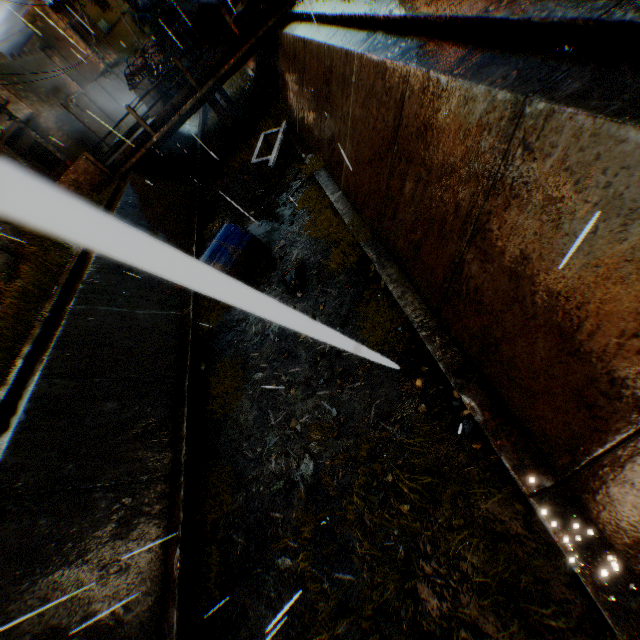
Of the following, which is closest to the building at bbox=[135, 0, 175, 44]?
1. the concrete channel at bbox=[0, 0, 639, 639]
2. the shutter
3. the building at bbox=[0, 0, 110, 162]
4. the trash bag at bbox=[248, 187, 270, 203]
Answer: the building at bbox=[0, 0, 110, 162]

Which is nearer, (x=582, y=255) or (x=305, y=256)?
(x=582, y=255)

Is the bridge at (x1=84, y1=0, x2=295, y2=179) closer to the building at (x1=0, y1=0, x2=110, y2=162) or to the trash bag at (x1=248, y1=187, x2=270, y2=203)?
the building at (x1=0, y1=0, x2=110, y2=162)

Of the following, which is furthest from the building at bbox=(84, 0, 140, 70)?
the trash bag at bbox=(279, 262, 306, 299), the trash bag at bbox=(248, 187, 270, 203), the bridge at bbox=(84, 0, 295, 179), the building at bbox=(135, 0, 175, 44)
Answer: the trash bag at bbox=(279, 262, 306, 299)

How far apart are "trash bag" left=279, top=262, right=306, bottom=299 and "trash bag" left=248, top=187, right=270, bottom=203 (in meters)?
4.53

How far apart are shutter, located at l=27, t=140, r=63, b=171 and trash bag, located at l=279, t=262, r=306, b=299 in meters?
22.9 m

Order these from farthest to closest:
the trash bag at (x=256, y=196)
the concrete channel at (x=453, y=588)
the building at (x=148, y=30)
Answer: the building at (x=148, y=30) < the trash bag at (x=256, y=196) < the concrete channel at (x=453, y=588)

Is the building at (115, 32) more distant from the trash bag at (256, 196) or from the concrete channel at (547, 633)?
the trash bag at (256, 196)
